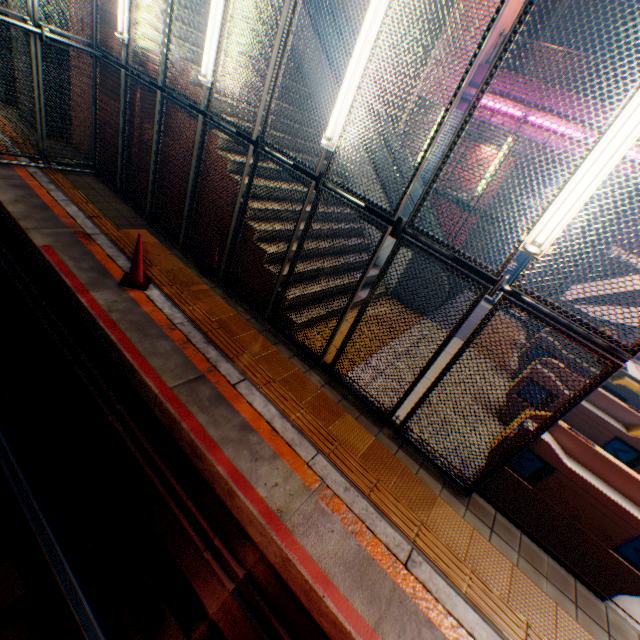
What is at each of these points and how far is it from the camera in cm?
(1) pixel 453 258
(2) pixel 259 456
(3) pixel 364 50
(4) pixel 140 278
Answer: (1) metal fence, 361
(2) railway, 358
(3) street lamp, 350
(4) road cone, 507

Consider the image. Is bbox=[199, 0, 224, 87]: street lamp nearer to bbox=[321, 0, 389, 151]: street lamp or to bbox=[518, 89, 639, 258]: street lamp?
bbox=[321, 0, 389, 151]: street lamp

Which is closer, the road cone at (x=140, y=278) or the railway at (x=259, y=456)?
the railway at (x=259, y=456)

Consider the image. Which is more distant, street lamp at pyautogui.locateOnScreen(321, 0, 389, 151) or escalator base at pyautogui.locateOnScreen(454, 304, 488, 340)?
escalator base at pyautogui.locateOnScreen(454, 304, 488, 340)

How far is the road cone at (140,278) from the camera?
4.8m

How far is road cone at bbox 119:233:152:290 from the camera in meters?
4.8 m

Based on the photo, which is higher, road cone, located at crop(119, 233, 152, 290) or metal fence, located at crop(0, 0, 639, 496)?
metal fence, located at crop(0, 0, 639, 496)

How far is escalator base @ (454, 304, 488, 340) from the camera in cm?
834
